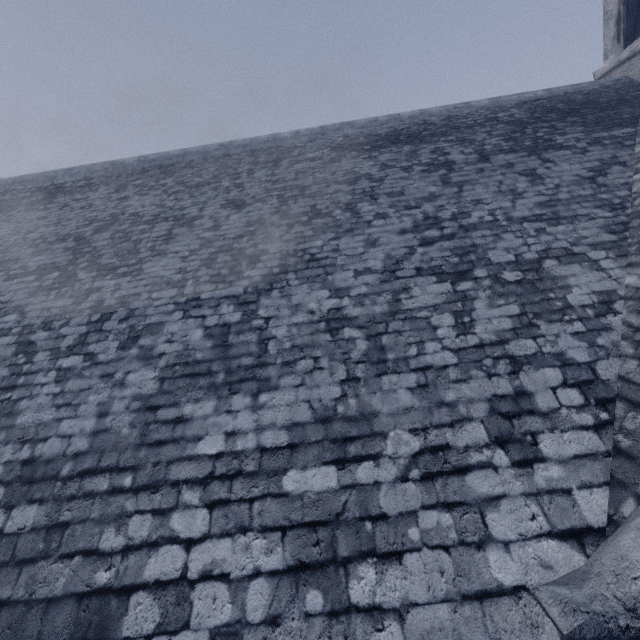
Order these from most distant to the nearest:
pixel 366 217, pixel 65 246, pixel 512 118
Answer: pixel 512 118 → pixel 65 246 → pixel 366 217
